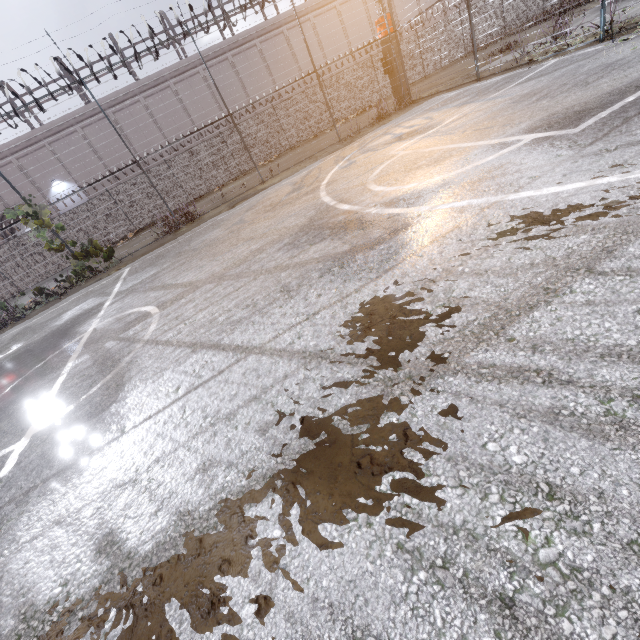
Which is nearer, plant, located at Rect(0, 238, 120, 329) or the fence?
the fence

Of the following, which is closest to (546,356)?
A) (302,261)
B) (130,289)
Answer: (302,261)

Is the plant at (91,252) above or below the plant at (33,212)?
below

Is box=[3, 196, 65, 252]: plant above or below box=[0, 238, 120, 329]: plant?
above

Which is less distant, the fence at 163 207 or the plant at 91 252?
the fence at 163 207
